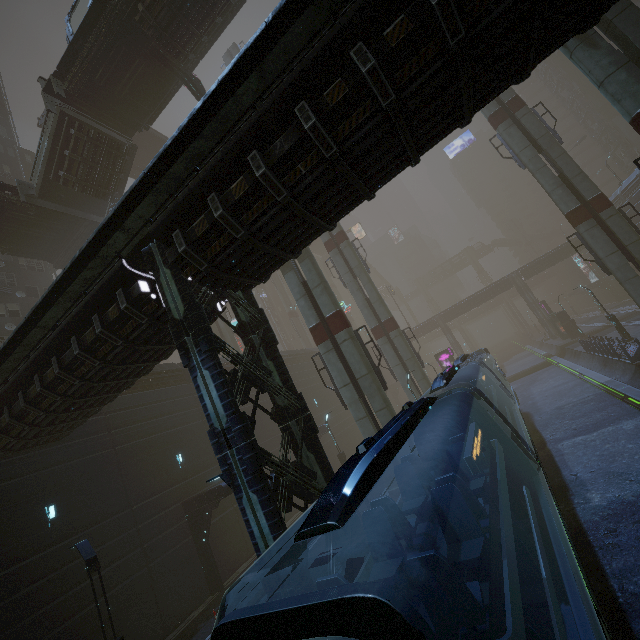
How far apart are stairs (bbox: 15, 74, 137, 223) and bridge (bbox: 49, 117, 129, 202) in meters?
0.0

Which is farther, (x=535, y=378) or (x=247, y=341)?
(x=535, y=378)

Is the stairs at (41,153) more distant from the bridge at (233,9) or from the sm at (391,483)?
the sm at (391,483)

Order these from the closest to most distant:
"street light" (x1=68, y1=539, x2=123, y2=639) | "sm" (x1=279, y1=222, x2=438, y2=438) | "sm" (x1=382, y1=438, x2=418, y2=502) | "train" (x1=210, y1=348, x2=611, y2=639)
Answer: "train" (x1=210, y1=348, x2=611, y2=639) < "street light" (x1=68, y1=539, x2=123, y2=639) < "sm" (x1=382, y1=438, x2=418, y2=502) < "sm" (x1=279, y1=222, x2=438, y2=438)

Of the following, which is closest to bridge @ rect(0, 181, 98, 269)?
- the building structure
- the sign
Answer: the building structure

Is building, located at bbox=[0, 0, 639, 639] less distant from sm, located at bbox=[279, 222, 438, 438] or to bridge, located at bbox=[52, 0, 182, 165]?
bridge, located at bbox=[52, 0, 182, 165]

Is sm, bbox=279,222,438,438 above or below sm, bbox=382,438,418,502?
above

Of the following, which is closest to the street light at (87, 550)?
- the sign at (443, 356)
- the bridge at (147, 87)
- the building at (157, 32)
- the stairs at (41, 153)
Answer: the building at (157, 32)
